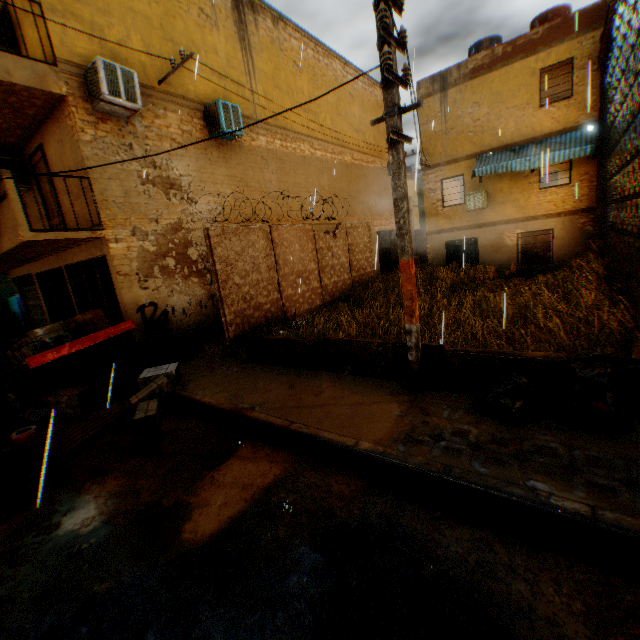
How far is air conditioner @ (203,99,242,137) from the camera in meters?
9.3

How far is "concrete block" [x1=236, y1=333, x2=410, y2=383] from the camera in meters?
5.6

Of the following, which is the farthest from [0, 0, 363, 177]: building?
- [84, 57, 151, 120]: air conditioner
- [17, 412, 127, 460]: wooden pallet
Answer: [17, 412, 127, 460]: wooden pallet

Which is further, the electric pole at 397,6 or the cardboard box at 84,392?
the cardboard box at 84,392

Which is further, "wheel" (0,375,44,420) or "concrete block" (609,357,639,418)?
"wheel" (0,375,44,420)

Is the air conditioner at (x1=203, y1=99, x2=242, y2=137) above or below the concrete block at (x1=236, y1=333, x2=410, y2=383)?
above

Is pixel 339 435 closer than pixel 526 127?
Yes

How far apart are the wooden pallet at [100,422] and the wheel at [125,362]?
2.0m
